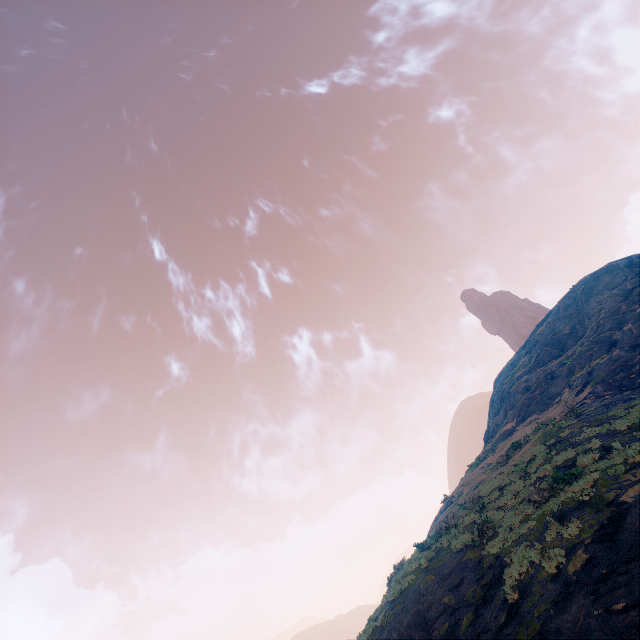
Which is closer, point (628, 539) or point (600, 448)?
point (628, 539)
